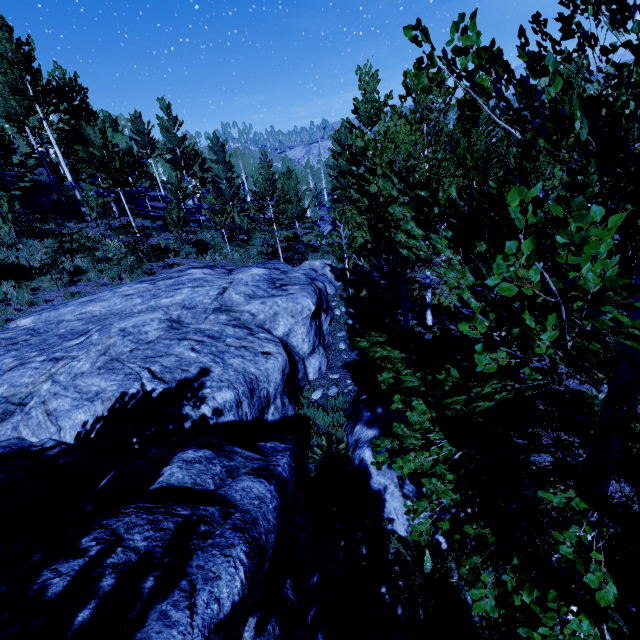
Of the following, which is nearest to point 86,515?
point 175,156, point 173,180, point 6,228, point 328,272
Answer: point 6,228

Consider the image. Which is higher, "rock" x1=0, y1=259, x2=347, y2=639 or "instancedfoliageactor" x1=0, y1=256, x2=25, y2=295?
"instancedfoliageactor" x1=0, y1=256, x2=25, y2=295

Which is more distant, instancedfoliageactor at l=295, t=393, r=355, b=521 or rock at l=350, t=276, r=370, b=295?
rock at l=350, t=276, r=370, b=295

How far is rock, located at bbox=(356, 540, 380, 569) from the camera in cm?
507

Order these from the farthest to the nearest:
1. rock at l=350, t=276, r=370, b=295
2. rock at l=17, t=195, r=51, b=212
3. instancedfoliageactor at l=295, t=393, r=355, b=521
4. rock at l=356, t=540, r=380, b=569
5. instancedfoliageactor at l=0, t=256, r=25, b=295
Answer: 1. rock at l=17, t=195, r=51, b=212
2. rock at l=350, t=276, r=370, b=295
3. instancedfoliageactor at l=0, t=256, r=25, b=295
4. instancedfoliageactor at l=295, t=393, r=355, b=521
5. rock at l=356, t=540, r=380, b=569

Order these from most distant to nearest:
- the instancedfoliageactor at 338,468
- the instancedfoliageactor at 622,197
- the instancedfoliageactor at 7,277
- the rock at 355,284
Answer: the rock at 355,284 → the instancedfoliageactor at 7,277 → the instancedfoliageactor at 338,468 → the instancedfoliageactor at 622,197

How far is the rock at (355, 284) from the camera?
17.8 meters
